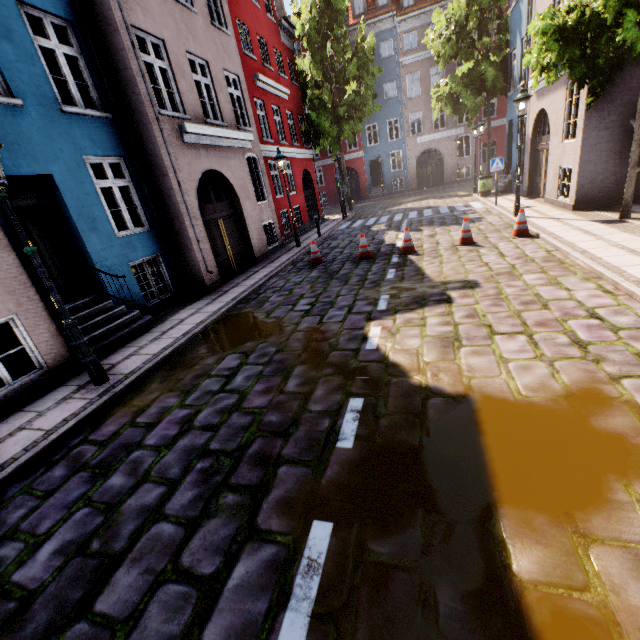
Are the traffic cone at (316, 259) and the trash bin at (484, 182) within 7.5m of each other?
no

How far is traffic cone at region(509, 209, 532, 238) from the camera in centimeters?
893cm

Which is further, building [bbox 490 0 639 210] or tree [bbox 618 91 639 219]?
building [bbox 490 0 639 210]

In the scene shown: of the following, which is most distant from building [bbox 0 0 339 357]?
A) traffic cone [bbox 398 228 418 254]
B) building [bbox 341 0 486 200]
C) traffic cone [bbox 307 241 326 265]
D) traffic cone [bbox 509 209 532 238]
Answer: building [bbox 341 0 486 200]

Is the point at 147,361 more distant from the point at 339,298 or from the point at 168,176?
the point at 168,176

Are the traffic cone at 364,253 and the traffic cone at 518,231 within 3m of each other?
no

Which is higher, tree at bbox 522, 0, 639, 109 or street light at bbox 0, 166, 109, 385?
tree at bbox 522, 0, 639, 109

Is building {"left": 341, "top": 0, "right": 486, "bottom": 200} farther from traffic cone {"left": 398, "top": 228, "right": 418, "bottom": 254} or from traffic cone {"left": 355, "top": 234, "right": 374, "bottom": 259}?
traffic cone {"left": 355, "top": 234, "right": 374, "bottom": 259}
